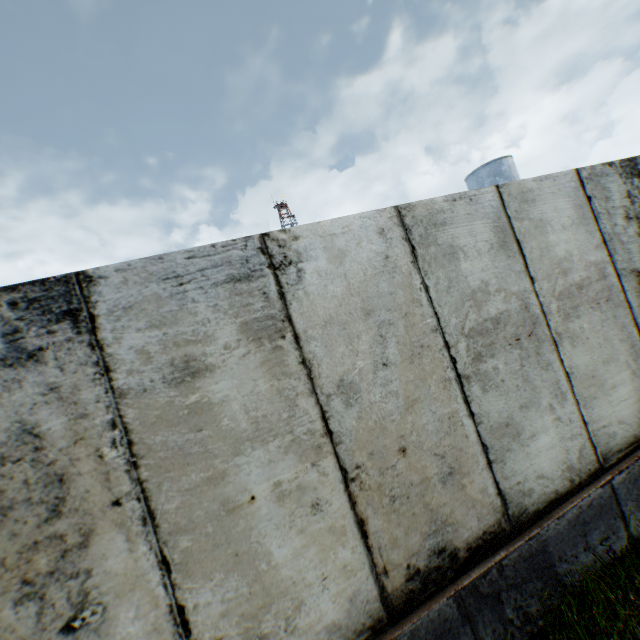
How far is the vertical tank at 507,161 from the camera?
27.9m

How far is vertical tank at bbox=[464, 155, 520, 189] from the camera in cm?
2791

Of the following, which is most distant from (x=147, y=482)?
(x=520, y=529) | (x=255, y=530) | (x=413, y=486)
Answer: (x=520, y=529)
